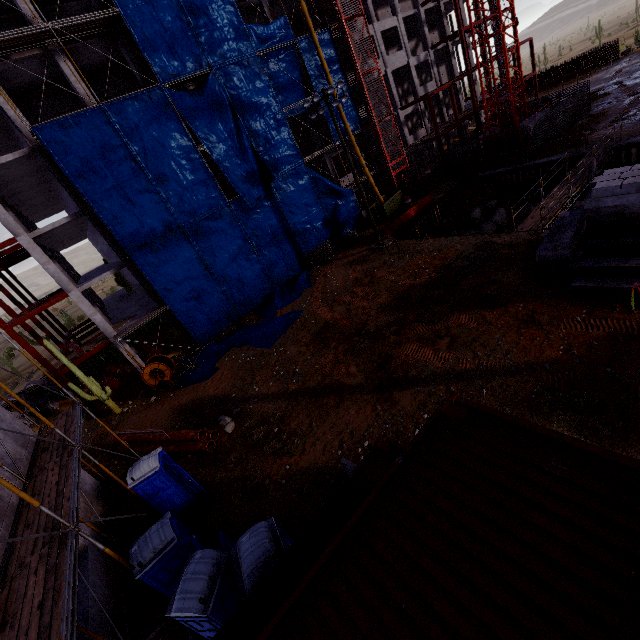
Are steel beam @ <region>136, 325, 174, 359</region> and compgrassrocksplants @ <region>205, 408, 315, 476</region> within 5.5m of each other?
no

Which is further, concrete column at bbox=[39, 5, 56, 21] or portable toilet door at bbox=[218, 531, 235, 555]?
concrete column at bbox=[39, 5, 56, 21]

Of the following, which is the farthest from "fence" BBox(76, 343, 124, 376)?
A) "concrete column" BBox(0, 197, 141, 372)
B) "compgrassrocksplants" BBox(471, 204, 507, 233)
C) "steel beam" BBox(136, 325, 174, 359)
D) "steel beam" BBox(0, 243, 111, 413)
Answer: "compgrassrocksplants" BBox(471, 204, 507, 233)

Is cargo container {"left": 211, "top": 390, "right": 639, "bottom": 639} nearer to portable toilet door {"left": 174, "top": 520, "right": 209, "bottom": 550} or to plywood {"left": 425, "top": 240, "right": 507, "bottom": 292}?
portable toilet door {"left": 174, "top": 520, "right": 209, "bottom": 550}

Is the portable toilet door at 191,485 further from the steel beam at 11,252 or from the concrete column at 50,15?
the concrete column at 50,15

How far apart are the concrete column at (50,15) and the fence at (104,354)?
19.6 meters

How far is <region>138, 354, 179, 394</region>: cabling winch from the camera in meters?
20.6

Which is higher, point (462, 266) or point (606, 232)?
point (606, 232)
